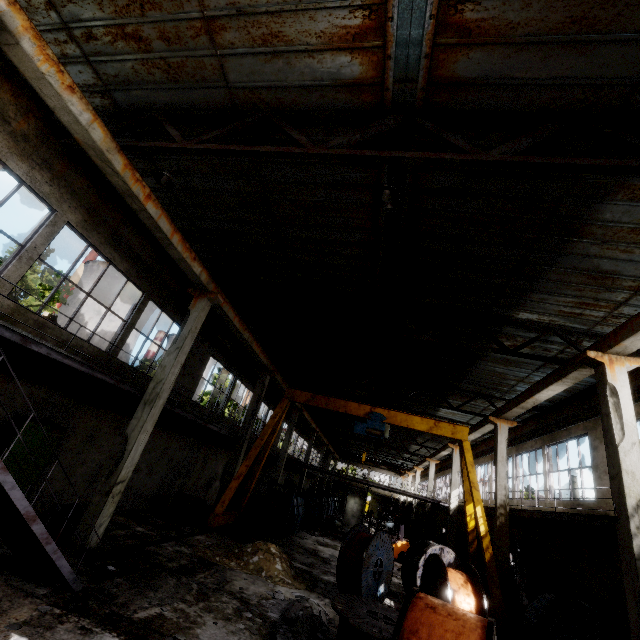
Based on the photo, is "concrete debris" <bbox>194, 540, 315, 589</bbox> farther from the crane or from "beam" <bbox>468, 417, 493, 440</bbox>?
"beam" <bbox>468, 417, 493, 440</bbox>

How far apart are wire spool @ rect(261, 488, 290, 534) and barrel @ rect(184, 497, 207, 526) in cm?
355

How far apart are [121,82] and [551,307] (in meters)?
13.16

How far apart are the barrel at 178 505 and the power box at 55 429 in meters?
6.0 m

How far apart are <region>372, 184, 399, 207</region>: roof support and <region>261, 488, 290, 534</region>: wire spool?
16.39m

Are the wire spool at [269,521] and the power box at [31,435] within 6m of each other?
no

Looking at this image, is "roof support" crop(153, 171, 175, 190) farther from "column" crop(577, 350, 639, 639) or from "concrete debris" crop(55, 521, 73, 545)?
"column" crop(577, 350, 639, 639)

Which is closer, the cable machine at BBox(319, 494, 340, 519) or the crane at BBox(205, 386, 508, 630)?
the crane at BBox(205, 386, 508, 630)
